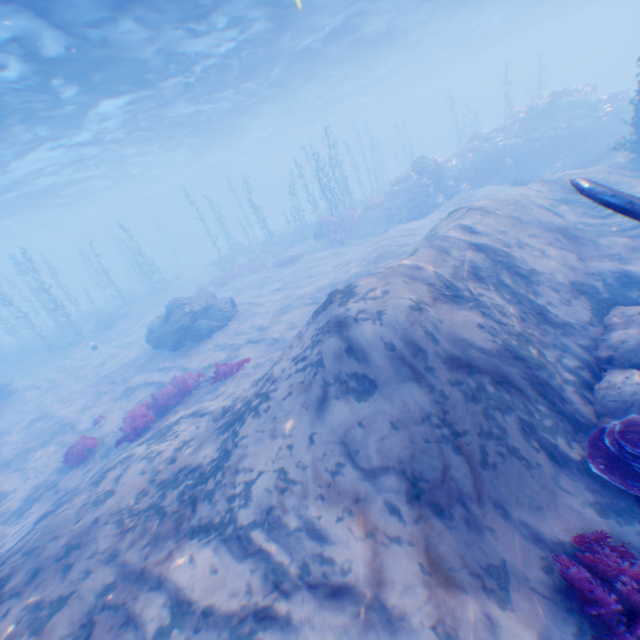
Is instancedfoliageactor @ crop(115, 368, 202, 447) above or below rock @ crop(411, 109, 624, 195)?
below

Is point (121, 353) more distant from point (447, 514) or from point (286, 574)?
point (447, 514)

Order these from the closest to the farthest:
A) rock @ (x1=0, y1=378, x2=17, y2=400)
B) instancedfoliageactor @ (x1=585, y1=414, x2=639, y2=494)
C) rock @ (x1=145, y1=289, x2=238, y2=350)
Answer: instancedfoliageactor @ (x1=585, y1=414, x2=639, y2=494) < rock @ (x1=145, y1=289, x2=238, y2=350) < rock @ (x1=0, y1=378, x2=17, y2=400)

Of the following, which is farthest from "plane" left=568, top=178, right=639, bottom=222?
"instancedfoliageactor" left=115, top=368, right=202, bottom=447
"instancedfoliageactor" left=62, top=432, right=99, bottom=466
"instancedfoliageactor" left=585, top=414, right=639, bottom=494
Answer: "instancedfoliageactor" left=62, top=432, right=99, bottom=466

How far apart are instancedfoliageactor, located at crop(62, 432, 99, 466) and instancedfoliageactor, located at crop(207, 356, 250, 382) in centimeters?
414cm

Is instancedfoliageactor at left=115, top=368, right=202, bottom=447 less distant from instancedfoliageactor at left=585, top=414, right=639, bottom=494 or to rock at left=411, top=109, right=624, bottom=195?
instancedfoliageactor at left=585, top=414, right=639, bottom=494

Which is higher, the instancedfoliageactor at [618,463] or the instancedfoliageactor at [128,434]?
the instancedfoliageactor at [618,463]

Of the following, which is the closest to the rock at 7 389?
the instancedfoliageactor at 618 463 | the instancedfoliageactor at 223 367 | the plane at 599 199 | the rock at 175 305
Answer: the rock at 175 305
